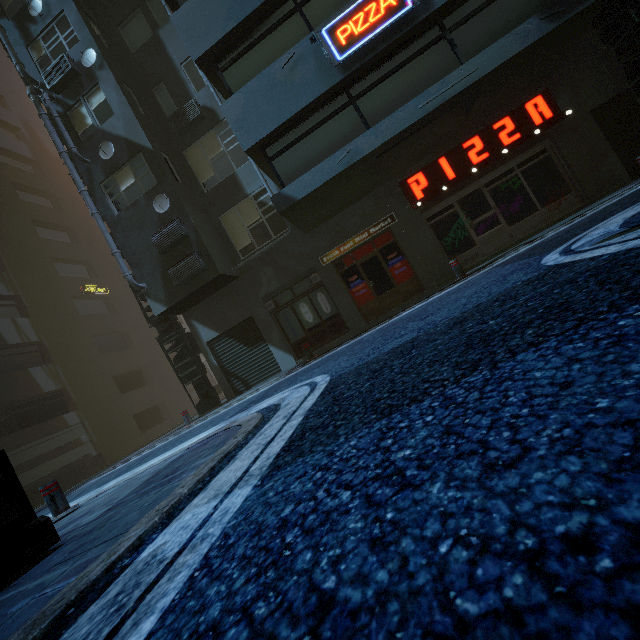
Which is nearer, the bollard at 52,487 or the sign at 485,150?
the bollard at 52,487

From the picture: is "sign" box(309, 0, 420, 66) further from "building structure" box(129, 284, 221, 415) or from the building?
"building structure" box(129, 284, 221, 415)

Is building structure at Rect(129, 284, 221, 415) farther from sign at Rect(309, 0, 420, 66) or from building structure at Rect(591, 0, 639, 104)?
building structure at Rect(591, 0, 639, 104)

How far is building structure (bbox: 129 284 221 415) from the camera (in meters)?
13.04

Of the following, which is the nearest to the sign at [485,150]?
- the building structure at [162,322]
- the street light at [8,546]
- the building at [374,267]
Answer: the building at [374,267]

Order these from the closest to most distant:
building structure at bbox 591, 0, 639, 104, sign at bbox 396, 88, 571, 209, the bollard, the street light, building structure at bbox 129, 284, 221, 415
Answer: the street light → the bollard → building structure at bbox 591, 0, 639, 104 → sign at bbox 396, 88, 571, 209 → building structure at bbox 129, 284, 221, 415

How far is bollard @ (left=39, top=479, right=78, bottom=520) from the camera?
5.1 meters

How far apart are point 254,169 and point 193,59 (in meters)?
3.59
